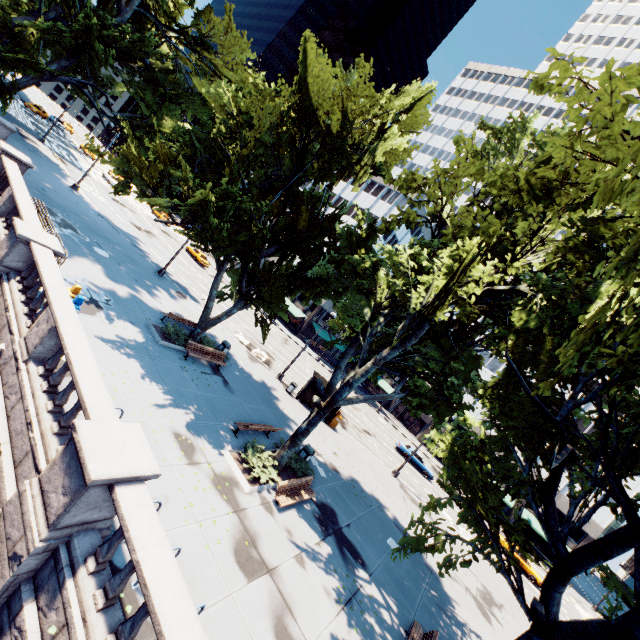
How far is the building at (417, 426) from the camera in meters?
56.9

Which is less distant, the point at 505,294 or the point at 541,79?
the point at 541,79

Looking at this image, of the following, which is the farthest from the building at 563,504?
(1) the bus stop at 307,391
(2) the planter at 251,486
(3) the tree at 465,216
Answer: (2) the planter at 251,486

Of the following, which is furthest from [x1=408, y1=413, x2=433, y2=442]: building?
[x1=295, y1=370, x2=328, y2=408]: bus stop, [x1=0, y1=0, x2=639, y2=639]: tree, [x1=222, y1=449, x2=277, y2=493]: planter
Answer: [x1=222, y1=449, x2=277, y2=493]: planter

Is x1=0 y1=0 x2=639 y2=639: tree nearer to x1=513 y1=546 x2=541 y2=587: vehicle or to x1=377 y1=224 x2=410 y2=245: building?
x1=377 y1=224 x2=410 y2=245: building

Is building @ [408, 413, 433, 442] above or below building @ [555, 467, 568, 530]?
below

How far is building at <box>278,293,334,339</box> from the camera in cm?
5609
